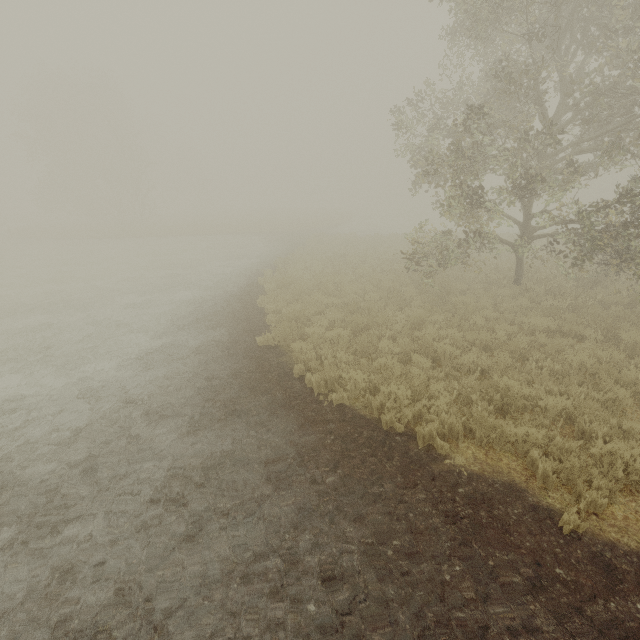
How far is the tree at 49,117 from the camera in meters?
34.1

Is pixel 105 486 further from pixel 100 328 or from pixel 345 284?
pixel 345 284

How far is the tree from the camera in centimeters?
3412cm
